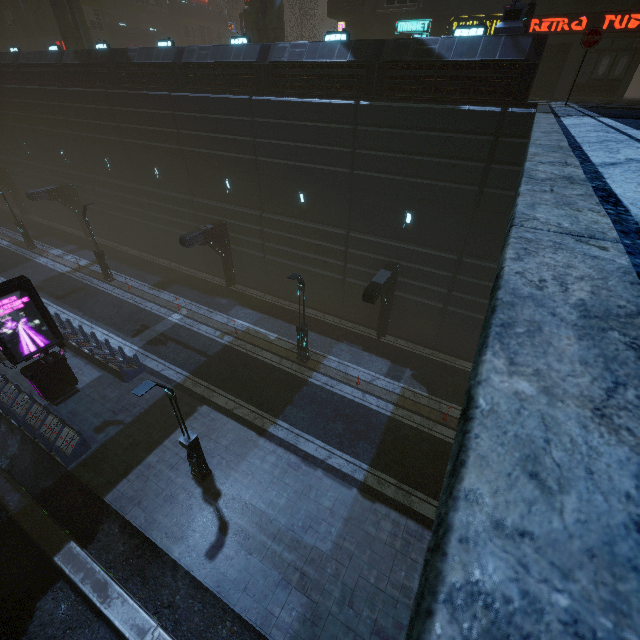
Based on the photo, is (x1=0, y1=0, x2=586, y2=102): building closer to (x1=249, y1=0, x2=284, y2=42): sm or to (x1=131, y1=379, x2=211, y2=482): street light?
(x1=249, y1=0, x2=284, y2=42): sm

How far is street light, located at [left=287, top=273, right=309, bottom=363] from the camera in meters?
14.7 m

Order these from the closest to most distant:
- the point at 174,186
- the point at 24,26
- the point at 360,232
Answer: the point at 360,232 → the point at 174,186 → the point at 24,26

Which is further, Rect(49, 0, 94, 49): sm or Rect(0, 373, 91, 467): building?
Rect(49, 0, 94, 49): sm

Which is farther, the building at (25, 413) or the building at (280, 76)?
the building at (25, 413)

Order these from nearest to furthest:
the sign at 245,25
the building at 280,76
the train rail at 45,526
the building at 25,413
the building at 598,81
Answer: the train rail at 45,526
the building at 280,76
the building at 25,413
the building at 598,81
the sign at 245,25

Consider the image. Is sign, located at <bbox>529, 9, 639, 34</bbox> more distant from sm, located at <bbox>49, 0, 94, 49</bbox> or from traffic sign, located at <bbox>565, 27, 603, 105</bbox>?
sm, located at <bbox>49, 0, 94, 49</bbox>

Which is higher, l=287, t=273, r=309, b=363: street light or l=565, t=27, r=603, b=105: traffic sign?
l=565, t=27, r=603, b=105: traffic sign
